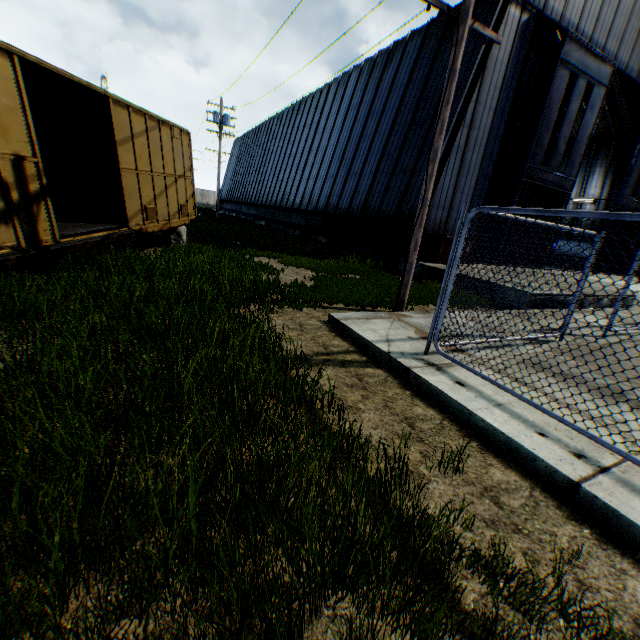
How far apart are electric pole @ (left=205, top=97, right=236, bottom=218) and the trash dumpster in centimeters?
2027cm

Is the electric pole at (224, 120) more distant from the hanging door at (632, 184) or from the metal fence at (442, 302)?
the metal fence at (442, 302)

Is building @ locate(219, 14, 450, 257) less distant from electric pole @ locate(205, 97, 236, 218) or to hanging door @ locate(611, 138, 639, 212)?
hanging door @ locate(611, 138, 639, 212)

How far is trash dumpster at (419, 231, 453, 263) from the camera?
13.4m

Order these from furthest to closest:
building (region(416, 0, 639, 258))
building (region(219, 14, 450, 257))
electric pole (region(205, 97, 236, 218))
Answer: electric pole (region(205, 97, 236, 218))
building (region(219, 14, 450, 257))
building (region(416, 0, 639, 258))

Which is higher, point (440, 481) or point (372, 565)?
point (372, 565)

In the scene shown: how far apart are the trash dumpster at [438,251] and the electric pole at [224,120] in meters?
20.3

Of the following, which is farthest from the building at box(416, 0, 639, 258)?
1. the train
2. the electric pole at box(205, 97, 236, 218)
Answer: the train
